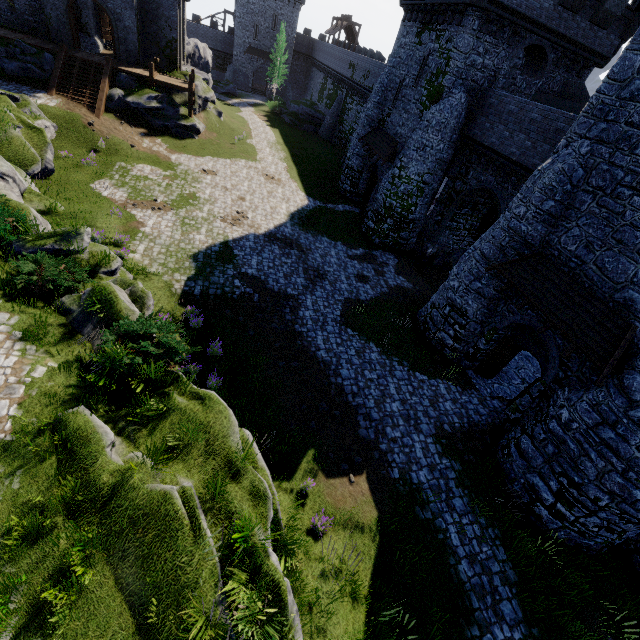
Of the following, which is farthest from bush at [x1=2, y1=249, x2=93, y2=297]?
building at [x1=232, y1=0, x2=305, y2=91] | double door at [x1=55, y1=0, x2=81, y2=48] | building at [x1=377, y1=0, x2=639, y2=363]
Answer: building at [x1=232, y1=0, x2=305, y2=91]

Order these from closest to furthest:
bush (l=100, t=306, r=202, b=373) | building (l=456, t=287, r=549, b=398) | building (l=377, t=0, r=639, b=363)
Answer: bush (l=100, t=306, r=202, b=373), building (l=377, t=0, r=639, b=363), building (l=456, t=287, r=549, b=398)

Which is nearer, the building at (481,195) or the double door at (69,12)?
the building at (481,195)

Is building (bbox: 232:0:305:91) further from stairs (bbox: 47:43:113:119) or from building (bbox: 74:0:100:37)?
stairs (bbox: 47:43:113:119)

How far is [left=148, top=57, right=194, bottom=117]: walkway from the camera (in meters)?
26.38

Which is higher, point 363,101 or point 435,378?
point 363,101

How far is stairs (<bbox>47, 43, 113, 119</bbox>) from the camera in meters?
23.4 m

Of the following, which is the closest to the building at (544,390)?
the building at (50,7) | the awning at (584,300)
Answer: the awning at (584,300)
